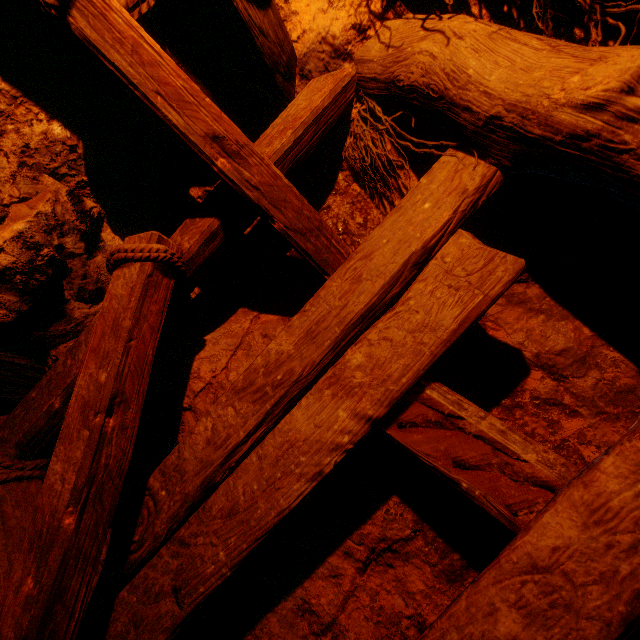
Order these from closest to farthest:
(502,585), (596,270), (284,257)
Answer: (502,585) → (596,270) → (284,257)
